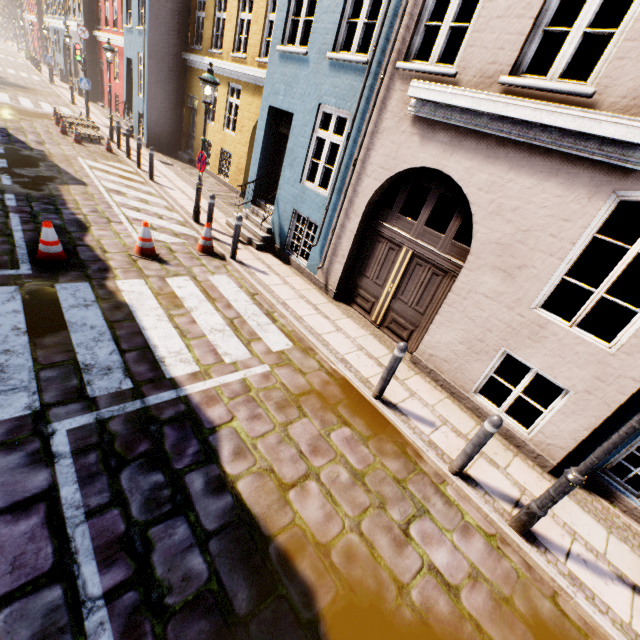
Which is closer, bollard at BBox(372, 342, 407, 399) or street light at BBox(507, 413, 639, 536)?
street light at BBox(507, 413, 639, 536)

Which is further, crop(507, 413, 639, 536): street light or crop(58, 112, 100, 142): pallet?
crop(58, 112, 100, 142): pallet

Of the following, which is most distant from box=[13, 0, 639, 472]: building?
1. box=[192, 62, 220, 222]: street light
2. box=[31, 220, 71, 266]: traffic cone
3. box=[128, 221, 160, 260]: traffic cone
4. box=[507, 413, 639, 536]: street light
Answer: box=[31, 220, 71, 266]: traffic cone

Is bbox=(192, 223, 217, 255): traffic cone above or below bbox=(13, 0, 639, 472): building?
below

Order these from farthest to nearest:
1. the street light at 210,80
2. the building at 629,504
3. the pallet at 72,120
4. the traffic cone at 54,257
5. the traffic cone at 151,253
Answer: the pallet at 72,120 → the street light at 210,80 → the traffic cone at 151,253 → the traffic cone at 54,257 → the building at 629,504

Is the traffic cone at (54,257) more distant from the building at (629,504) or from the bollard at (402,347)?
the bollard at (402,347)

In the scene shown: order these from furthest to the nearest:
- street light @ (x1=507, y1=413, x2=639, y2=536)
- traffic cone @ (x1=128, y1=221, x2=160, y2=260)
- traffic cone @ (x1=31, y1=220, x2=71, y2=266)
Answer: traffic cone @ (x1=128, y1=221, x2=160, y2=260), traffic cone @ (x1=31, y1=220, x2=71, y2=266), street light @ (x1=507, y1=413, x2=639, y2=536)

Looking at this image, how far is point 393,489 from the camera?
4.06m
